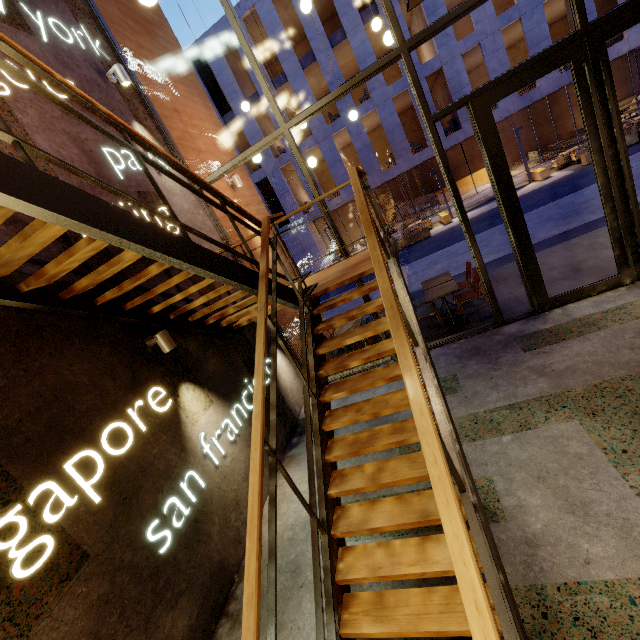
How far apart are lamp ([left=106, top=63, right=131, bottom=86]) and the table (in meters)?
6.18

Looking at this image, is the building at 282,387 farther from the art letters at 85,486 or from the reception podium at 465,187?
the reception podium at 465,187

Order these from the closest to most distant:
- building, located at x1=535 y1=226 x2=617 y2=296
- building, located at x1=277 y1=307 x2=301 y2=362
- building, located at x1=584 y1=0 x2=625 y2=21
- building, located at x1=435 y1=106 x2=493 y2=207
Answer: building, located at x1=535 y1=226 x2=617 y2=296, building, located at x1=277 y1=307 x2=301 y2=362, building, located at x1=584 y1=0 x2=625 y2=21, building, located at x1=435 y1=106 x2=493 y2=207

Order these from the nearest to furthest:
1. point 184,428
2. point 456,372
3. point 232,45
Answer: point 184,428 < point 456,372 < point 232,45

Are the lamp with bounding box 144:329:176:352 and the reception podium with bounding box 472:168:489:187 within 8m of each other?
no

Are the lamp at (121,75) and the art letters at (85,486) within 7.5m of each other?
yes

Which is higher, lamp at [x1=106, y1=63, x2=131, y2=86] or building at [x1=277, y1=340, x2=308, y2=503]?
lamp at [x1=106, y1=63, x2=131, y2=86]

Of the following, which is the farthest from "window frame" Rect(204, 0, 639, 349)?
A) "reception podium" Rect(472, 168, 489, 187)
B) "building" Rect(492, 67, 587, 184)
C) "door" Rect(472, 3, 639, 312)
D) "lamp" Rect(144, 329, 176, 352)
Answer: "reception podium" Rect(472, 168, 489, 187)
